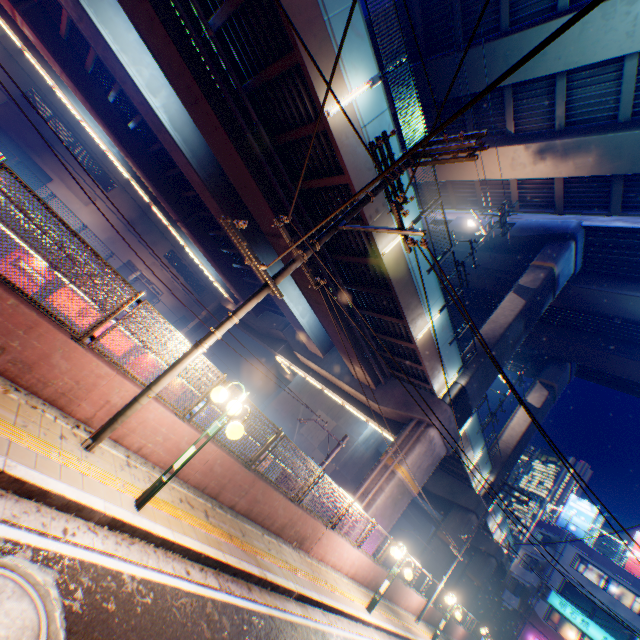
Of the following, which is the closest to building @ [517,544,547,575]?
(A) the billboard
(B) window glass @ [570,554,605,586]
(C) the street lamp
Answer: (B) window glass @ [570,554,605,586]

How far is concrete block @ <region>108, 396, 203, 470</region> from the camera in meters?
6.2 m

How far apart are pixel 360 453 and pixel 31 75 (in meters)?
51.30

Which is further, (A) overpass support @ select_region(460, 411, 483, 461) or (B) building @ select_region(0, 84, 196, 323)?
(B) building @ select_region(0, 84, 196, 323)

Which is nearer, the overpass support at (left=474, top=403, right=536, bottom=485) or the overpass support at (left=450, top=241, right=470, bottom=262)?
the overpass support at (left=474, top=403, right=536, bottom=485)

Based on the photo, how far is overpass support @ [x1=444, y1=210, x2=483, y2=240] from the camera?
27.0m

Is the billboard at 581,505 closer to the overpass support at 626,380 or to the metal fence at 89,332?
the metal fence at 89,332

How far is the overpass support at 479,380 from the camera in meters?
18.3 m
